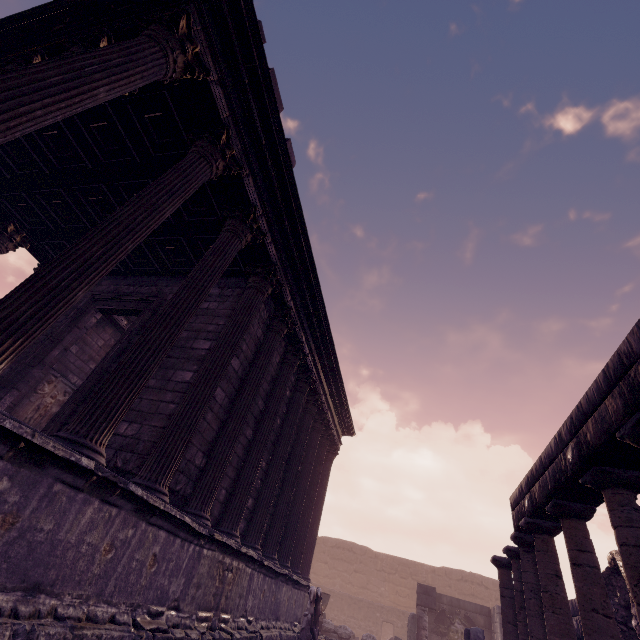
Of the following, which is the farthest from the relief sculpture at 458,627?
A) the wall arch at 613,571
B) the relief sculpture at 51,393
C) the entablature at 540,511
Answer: the relief sculpture at 51,393

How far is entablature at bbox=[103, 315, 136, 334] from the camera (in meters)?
10.90

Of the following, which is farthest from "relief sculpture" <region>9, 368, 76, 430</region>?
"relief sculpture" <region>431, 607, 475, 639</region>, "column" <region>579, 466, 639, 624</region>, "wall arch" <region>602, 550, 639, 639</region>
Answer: "relief sculpture" <region>431, 607, 475, 639</region>

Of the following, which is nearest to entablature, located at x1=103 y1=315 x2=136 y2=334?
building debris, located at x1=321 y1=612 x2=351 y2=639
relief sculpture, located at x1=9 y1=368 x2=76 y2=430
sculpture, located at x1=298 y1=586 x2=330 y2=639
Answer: relief sculpture, located at x1=9 y1=368 x2=76 y2=430

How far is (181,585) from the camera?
4.9 meters

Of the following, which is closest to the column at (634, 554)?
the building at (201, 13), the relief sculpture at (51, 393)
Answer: the building at (201, 13)

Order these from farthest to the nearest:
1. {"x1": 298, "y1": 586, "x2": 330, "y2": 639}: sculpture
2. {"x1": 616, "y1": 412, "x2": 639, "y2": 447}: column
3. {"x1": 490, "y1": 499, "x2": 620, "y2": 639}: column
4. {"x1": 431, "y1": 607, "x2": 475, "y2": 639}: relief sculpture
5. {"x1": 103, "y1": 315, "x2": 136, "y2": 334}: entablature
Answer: {"x1": 431, "y1": 607, "x2": 475, "y2": 639}: relief sculpture < {"x1": 103, "y1": 315, "x2": 136, "y2": 334}: entablature < {"x1": 298, "y1": 586, "x2": 330, "y2": 639}: sculpture < {"x1": 490, "y1": 499, "x2": 620, "y2": 639}: column < {"x1": 616, "y1": 412, "x2": 639, "y2": 447}: column

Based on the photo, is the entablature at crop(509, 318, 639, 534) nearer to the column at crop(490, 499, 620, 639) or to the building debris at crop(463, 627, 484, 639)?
the column at crop(490, 499, 620, 639)
